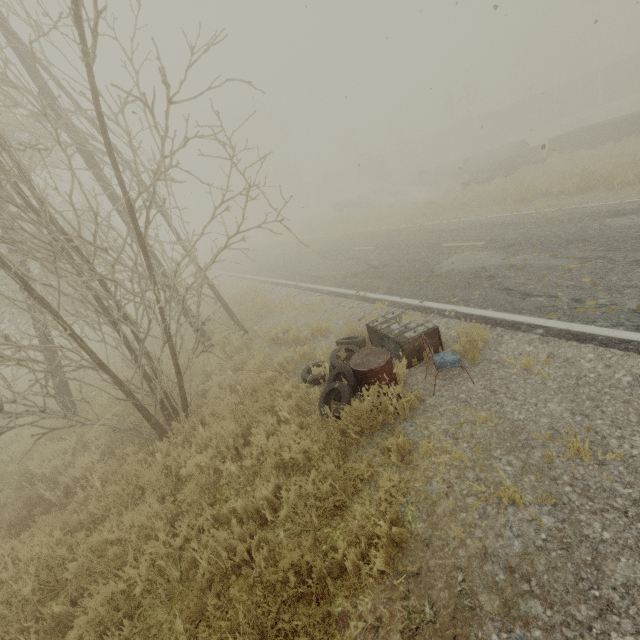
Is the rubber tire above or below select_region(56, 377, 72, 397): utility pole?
below

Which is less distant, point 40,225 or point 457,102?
point 40,225

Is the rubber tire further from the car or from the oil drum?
the car

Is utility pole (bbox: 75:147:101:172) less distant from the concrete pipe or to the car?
the car

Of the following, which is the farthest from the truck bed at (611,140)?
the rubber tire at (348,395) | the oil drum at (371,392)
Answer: the oil drum at (371,392)

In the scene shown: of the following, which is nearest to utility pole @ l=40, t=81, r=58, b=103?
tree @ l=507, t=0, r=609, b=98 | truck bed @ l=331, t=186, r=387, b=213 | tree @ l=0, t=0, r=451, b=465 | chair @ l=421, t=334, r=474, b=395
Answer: chair @ l=421, t=334, r=474, b=395

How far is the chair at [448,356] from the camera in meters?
4.5 m
